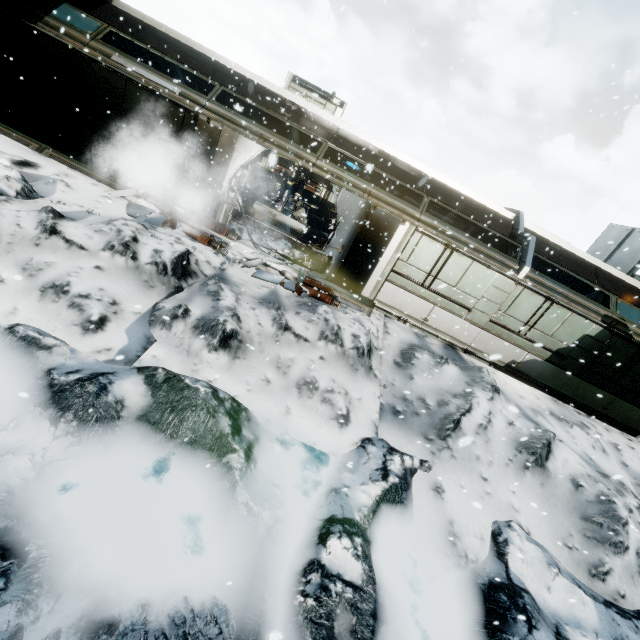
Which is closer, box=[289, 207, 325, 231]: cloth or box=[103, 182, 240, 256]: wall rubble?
box=[103, 182, 240, 256]: wall rubble

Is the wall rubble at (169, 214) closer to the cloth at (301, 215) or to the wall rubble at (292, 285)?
the wall rubble at (292, 285)

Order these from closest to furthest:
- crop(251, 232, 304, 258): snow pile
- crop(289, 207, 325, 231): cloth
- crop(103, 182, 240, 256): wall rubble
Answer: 1. crop(103, 182, 240, 256): wall rubble
2. crop(251, 232, 304, 258): snow pile
3. crop(289, 207, 325, 231): cloth

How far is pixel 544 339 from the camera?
10.49m

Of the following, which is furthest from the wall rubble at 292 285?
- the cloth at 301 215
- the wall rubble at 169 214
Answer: the cloth at 301 215

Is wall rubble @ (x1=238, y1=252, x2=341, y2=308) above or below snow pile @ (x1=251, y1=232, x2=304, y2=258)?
below

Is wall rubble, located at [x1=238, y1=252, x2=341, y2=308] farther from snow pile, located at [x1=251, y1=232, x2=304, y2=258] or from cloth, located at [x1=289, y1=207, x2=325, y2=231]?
cloth, located at [x1=289, y1=207, x2=325, y2=231]

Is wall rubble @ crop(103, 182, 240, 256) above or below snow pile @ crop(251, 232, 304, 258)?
below
